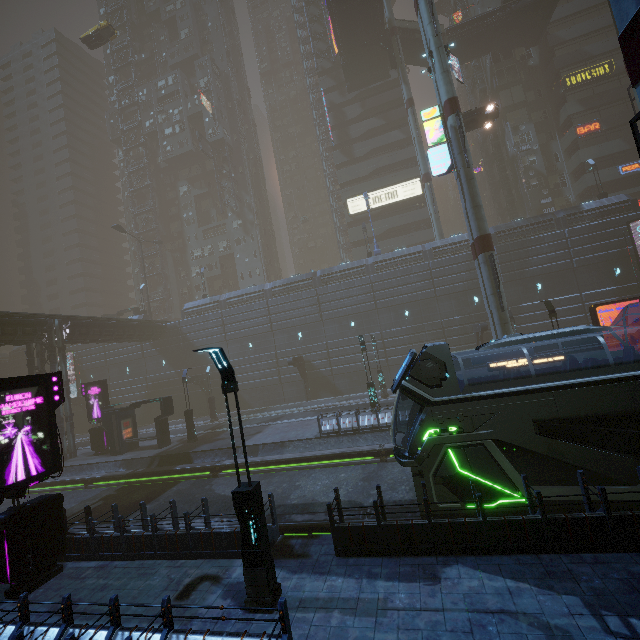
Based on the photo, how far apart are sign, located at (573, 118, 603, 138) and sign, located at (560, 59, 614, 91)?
4.28m

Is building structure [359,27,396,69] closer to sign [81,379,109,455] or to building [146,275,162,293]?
building [146,275,162,293]

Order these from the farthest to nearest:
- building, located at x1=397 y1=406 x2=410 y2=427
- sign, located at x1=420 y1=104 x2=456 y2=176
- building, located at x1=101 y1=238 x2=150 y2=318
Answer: building, located at x1=101 y1=238 x2=150 y2=318, sign, located at x1=420 y1=104 x2=456 y2=176, building, located at x1=397 y1=406 x2=410 y2=427

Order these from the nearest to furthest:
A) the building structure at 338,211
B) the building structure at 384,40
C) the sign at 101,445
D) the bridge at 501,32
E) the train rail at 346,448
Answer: the train rail at 346,448 < the sign at 101,445 < the bridge at 501,32 < the building structure at 384,40 < the building structure at 338,211

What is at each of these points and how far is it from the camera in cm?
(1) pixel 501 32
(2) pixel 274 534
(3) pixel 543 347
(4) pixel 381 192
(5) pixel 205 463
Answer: (1) bridge, 3800
(2) building, 922
(3) building, 2950
(4) sign, 4466
(5) train rail, 1967

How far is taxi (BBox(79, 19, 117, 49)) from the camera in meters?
37.9 m

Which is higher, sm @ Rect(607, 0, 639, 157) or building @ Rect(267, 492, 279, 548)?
sm @ Rect(607, 0, 639, 157)

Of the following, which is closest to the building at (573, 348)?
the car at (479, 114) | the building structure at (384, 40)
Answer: the car at (479, 114)
